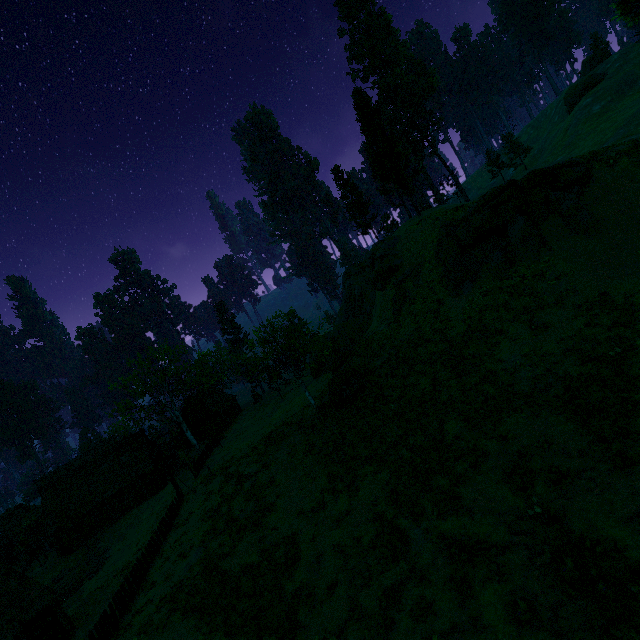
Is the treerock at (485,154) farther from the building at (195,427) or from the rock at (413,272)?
the rock at (413,272)

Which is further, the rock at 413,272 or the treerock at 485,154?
the treerock at 485,154

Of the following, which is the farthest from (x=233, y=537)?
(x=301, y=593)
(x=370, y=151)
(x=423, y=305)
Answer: (x=370, y=151)

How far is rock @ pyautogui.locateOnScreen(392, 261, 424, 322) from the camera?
32.91m

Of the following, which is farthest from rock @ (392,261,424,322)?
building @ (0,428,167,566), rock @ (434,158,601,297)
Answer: building @ (0,428,167,566)

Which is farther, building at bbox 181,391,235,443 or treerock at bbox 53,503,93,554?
building at bbox 181,391,235,443

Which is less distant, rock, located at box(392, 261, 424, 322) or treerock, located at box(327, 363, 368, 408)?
treerock, located at box(327, 363, 368, 408)

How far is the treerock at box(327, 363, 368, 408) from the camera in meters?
27.6 m
